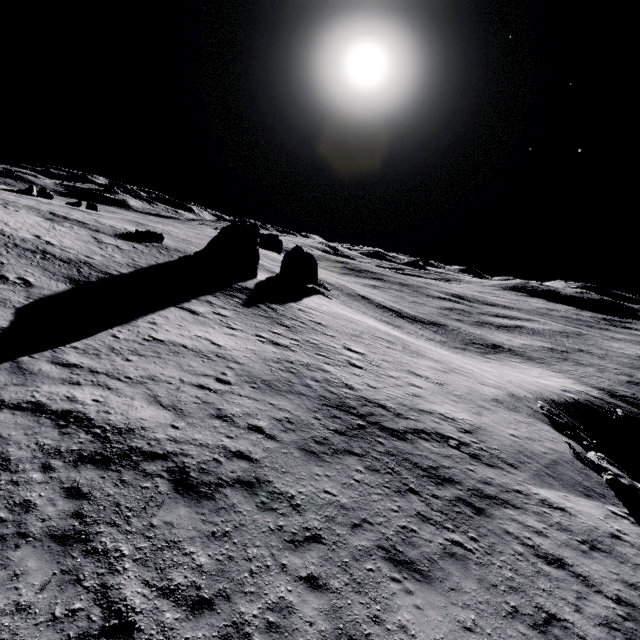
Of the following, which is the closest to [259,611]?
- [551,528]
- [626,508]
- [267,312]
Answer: [551,528]

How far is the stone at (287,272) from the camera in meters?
48.0

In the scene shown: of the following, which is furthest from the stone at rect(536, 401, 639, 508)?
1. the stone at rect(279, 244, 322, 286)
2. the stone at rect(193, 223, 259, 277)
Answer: the stone at rect(279, 244, 322, 286)

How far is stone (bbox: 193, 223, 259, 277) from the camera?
36.97m

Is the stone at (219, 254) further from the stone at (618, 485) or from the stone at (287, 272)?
the stone at (618, 485)

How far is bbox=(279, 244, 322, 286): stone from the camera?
48.0m

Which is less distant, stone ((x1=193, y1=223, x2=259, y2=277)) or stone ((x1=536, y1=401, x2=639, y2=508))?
stone ((x1=536, y1=401, x2=639, y2=508))

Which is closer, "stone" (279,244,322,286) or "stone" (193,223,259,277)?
"stone" (193,223,259,277)
